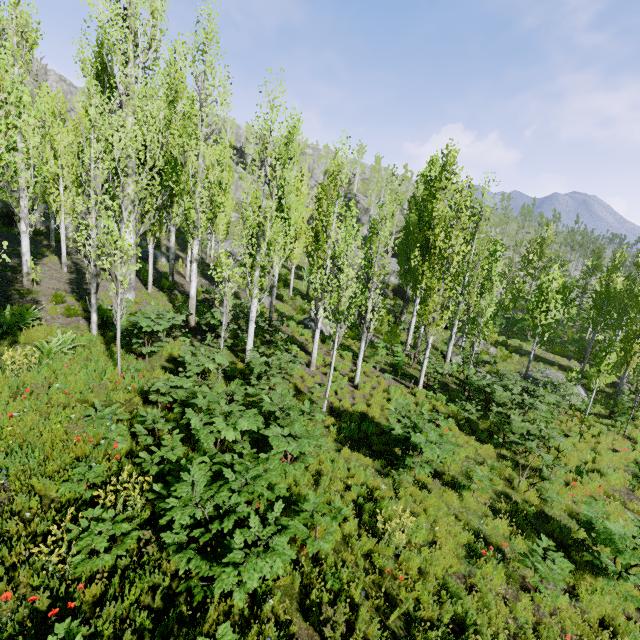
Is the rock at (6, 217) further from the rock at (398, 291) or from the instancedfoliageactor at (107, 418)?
the rock at (398, 291)

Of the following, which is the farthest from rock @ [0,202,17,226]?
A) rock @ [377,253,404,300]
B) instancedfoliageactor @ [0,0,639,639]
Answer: rock @ [377,253,404,300]

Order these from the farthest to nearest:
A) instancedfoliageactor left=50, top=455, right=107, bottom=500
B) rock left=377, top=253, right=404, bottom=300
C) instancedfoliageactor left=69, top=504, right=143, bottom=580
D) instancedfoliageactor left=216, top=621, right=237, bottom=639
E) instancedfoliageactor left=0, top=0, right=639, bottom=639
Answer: rock left=377, top=253, right=404, bottom=300 < instancedfoliageactor left=0, top=0, right=639, bottom=639 < instancedfoliageactor left=50, top=455, right=107, bottom=500 < instancedfoliageactor left=69, top=504, right=143, bottom=580 < instancedfoliageactor left=216, top=621, right=237, bottom=639

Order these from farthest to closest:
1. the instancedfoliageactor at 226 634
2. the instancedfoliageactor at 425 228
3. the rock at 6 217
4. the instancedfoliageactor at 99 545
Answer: the rock at 6 217 < the instancedfoliageactor at 425 228 < the instancedfoliageactor at 99 545 < the instancedfoliageactor at 226 634

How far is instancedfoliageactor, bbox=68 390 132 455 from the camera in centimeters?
634cm

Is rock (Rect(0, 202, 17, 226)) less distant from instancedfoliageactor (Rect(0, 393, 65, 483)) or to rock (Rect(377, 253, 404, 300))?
instancedfoliageactor (Rect(0, 393, 65, 483))

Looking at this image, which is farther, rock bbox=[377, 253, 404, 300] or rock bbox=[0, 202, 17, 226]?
rock bbox=[377, 253, 404, 300]

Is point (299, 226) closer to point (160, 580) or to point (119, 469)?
point (119, 469)
